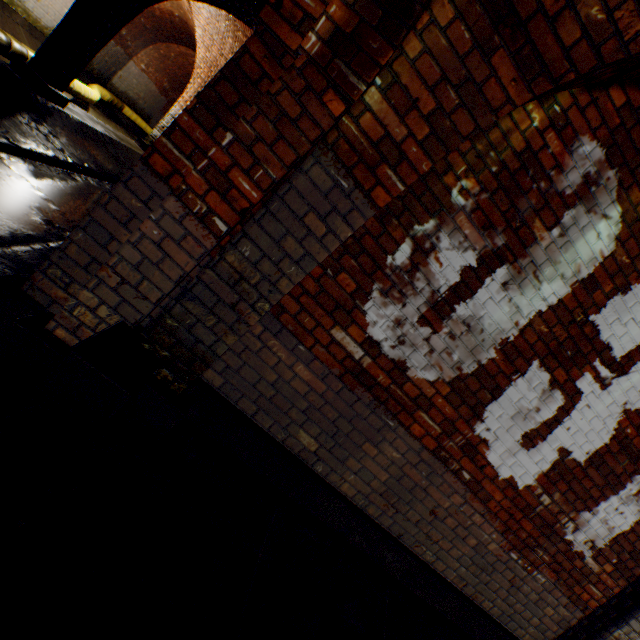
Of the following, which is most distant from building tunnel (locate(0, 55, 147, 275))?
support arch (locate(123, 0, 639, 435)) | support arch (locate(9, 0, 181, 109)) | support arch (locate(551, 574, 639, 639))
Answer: support arch (locate(551, 574, 639, 639))

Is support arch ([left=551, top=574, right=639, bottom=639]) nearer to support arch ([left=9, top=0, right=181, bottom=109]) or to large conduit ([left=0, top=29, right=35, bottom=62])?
support arch ([left=9, top=0, right=181, bottom=109])

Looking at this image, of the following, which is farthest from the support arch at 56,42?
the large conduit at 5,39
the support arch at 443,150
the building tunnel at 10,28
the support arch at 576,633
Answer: the support arch at 576,633

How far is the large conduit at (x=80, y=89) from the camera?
8.61m

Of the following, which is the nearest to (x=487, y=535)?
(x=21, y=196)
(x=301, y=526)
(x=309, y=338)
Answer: (x=301, y=526)

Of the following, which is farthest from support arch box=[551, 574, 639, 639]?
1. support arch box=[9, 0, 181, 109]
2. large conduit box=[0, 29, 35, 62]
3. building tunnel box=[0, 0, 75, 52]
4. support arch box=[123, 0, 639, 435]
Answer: large conduit box=[0, 29, 35, 62]

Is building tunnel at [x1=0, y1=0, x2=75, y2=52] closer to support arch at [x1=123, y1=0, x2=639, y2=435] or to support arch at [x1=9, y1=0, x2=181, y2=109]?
support arch at [x1=9, y1=0, x2=181, y2=109]

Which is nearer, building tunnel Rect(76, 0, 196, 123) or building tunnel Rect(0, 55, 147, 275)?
building tunnel Rect(0, 55, 147, 275)
